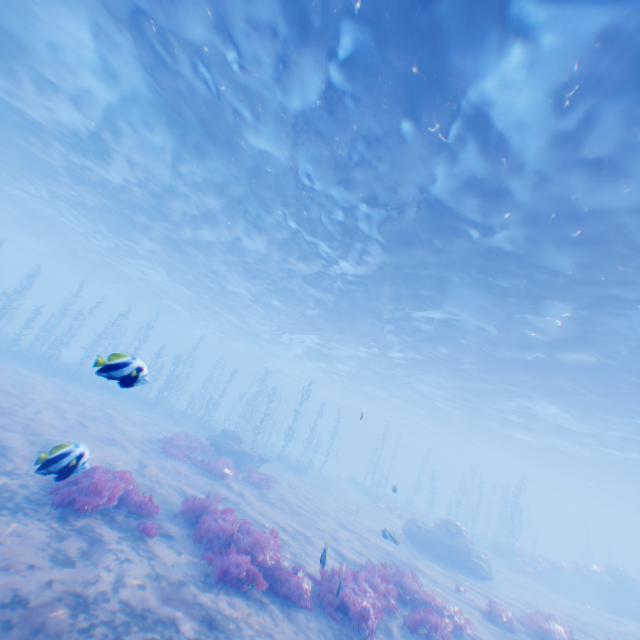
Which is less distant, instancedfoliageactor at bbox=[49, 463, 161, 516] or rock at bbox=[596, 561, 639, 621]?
instancedfoliageactor at bbox=[49, 463, 161, 516]

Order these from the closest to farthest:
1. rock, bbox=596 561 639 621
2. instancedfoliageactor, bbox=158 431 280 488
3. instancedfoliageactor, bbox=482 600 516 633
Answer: instancedfoliageactor, bbox=482 600 516 633 → instancedfoliageactor, bbox=158 431 280 488 → rock, bbox=596 561 639 621

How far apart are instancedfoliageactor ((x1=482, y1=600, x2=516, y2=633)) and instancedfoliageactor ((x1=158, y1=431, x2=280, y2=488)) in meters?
11.2

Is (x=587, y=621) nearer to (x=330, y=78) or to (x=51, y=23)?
(x=330, y=78)

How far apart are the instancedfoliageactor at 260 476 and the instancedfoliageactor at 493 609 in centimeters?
1119cm

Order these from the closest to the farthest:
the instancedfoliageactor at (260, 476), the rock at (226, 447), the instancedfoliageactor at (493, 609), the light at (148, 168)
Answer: the light at (148, 168)
the instancedfoliageactor at (493, 609)
the instancedfoliageactor at (260, 476)
the rock at (226, 447)

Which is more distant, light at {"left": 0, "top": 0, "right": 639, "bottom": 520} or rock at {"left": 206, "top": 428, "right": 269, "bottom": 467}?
rock at {"left": 206, "top": 428, "right": 269, "bottom": 467}

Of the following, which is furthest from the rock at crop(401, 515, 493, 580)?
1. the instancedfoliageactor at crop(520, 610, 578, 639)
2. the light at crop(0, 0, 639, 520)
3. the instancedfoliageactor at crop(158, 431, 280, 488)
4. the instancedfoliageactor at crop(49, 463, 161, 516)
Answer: the instancedfoliageactor at crop(158, 431, 280, 488)
